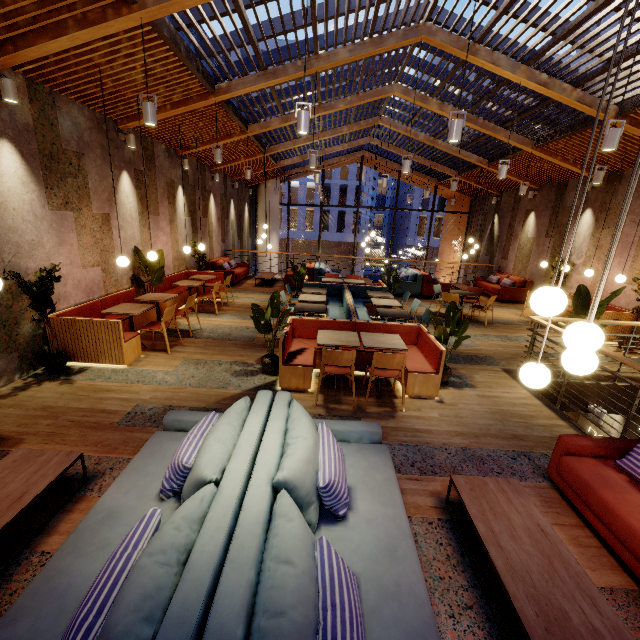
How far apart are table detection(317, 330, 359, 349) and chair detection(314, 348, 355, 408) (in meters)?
0.17

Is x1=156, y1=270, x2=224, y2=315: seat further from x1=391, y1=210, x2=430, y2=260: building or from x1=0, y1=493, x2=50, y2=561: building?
x1=391, y1=210, x2=430, y2=260: building

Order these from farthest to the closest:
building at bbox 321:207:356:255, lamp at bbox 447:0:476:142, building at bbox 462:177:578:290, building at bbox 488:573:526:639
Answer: building at bbox 321:207:356:255 < building at bbox 462:177:578:290 < lamp at bbox 447:0:476:142 < building at bbox 488:573:526:639

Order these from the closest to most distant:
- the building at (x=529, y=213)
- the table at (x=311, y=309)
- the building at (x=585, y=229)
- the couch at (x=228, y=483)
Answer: the couch at (x=228, y=483)
the table at (x=311, y=309)
the building at (x=585, y=229)
the building at (x=529, y=213)

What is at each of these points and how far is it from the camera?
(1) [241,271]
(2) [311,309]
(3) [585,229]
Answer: (1) couch, 12.68m
(2) table, 6.47m
(3) building, 9.45m

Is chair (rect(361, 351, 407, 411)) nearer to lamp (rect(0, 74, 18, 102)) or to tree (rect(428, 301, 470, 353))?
tree (rect(428, 301, 470, 353))

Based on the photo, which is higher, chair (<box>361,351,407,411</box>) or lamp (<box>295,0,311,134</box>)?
lamp (<box>295,0,311,134</box>)

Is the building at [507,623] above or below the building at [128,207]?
below
